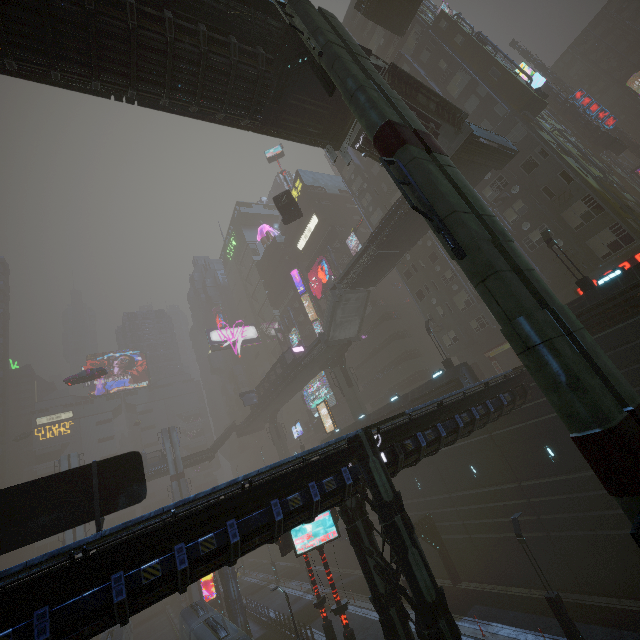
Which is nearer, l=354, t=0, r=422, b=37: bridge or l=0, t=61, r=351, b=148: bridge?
l=0, t=61, r=351, b=148: bridge

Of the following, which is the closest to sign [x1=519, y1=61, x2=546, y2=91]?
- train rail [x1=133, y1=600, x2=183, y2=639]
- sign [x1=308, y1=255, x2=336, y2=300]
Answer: sign [x1=308, y1=255, x2=336, y2=300]

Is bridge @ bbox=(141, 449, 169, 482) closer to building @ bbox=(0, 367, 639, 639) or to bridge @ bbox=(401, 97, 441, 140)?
building @ bbox=(0, 367, 639, 639)

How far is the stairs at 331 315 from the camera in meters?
35.3 m

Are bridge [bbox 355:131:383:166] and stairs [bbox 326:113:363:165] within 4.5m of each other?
yes

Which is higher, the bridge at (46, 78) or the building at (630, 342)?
the bridge at (46, 78)

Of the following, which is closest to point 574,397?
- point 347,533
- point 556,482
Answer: point 347,533

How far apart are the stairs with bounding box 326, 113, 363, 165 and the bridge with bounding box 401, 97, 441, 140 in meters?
0.0 m
